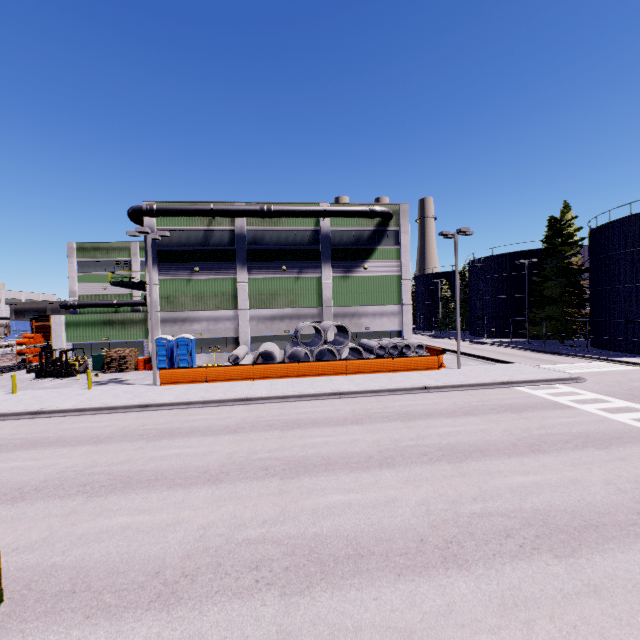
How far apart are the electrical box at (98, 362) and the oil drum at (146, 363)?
2.21m

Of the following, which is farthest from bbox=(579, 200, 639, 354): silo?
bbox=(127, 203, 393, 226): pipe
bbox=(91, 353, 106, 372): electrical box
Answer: bbox=(91, 353, 106, 372): electrical box

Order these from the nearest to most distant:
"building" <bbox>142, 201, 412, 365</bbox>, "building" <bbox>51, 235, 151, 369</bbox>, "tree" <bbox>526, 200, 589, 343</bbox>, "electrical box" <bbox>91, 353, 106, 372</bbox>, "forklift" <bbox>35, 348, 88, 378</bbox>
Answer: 1. "forklift" <bbox>35, 348, 88, 378</bbox>
2. "electrical box" <bbox>91, 353, 106, 372</bbox>
3. "building" <bbox>51, 235, 151, 369</bbox>
4. "building" <bbox>142, 201, 412, 365</bbox>
5. "tree" <bbox>526, 200, 589, 343</bbox>

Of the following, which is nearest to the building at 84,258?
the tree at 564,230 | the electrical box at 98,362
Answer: the tree at 564,230

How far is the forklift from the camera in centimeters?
2523cm

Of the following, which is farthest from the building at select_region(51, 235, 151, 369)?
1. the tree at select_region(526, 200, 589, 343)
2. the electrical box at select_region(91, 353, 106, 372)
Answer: the electrical box at select_region(91, 353, 106, 372)

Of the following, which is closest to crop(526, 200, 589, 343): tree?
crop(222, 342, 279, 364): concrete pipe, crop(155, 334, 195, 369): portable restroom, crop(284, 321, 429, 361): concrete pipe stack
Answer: crop(284, 321, 429, 361): concrete pipe stack

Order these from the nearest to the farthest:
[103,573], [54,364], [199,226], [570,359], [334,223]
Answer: [103,573] → [54,364] → [570,359] → [199,226] → [334,223]
